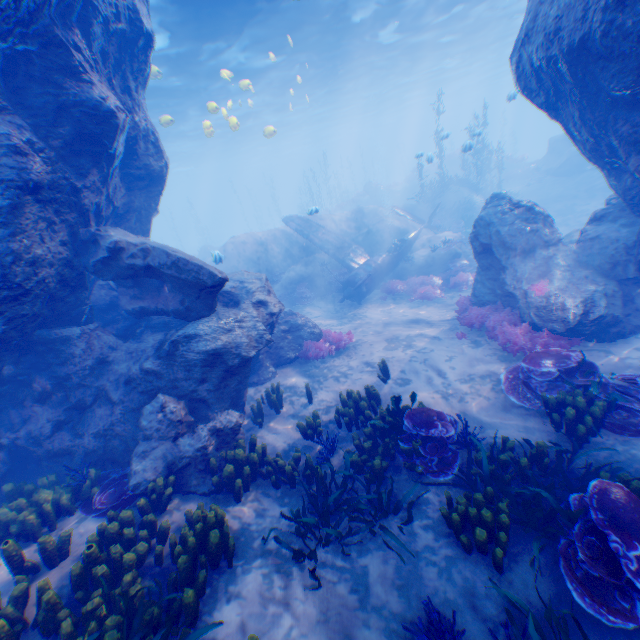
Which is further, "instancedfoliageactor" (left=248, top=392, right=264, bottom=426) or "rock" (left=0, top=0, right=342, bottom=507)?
"instancedfoliageactor" (left=248, top=392, right=264, bottom=426)

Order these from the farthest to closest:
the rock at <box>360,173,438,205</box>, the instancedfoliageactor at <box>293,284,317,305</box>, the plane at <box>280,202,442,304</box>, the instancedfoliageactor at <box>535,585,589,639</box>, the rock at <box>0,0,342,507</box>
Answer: the rock at <box>360,173,438,205</box>
the instancedfoliageactor at <box>293,284,317,305</box>
the plane at <box>280,202,442,304</box>
the rock at <box>0,0,342,507</box>
the instancedfoliageactor at <box>535,585,589,639</box>

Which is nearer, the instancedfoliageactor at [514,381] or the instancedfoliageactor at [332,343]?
the instancedfoliageactor at [514,381]

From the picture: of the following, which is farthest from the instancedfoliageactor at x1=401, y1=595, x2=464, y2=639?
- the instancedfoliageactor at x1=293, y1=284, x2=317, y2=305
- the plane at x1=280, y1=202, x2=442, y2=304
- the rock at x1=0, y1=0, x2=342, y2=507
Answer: the instancedfoliageactor at x1=293, y1=284, x2=317, y2=305

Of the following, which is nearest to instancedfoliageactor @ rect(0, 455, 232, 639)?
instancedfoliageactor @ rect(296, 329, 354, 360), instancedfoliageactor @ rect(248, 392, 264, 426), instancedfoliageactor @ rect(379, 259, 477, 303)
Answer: instancedfoliageactor @ rect(248, 392, 264, 426)

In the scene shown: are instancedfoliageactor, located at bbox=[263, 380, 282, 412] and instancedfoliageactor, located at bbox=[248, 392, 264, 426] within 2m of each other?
yes

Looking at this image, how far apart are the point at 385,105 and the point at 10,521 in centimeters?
5669cm

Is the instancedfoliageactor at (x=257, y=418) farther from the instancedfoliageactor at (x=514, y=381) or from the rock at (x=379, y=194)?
the rock at (x=379, y=194)
